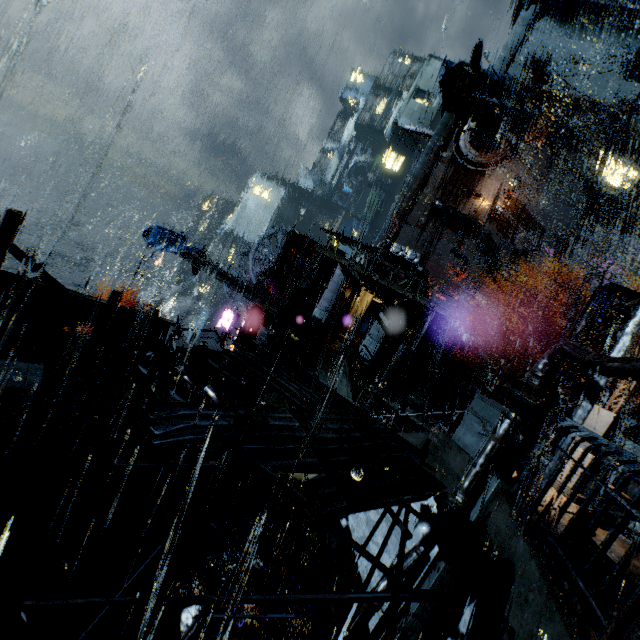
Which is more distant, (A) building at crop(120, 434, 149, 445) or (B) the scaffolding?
(A) building at crop(120, 434, 149, 445)

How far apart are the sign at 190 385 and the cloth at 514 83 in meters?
48.8 m

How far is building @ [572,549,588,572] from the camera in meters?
5.8 m

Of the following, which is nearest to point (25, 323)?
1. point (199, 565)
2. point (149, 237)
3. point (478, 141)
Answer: point (199, 565)

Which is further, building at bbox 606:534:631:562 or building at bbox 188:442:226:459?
building at bbox 188:442:226:459

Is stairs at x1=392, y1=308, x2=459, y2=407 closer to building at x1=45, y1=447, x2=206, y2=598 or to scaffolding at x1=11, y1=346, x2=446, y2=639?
building at x1=45, y1=447, x2=206, y2=598

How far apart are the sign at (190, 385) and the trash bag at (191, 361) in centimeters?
175cm

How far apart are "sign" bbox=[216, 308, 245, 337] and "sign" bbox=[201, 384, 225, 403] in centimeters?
1811cm
